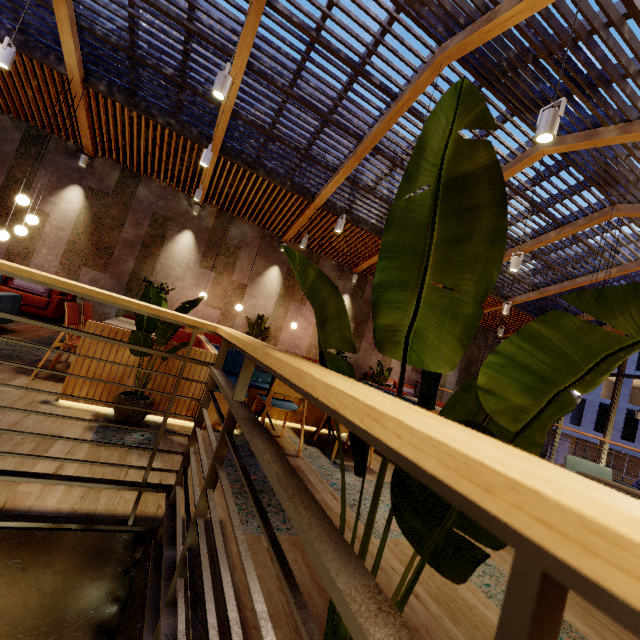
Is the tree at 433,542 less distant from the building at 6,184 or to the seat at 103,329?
the building at 6,184

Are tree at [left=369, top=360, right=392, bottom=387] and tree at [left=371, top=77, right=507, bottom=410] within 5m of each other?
no

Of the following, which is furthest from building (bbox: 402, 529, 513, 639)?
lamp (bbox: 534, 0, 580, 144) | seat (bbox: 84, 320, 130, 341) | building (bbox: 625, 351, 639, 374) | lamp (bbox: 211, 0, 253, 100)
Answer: building (bbox: 625, 351, 639, 374)

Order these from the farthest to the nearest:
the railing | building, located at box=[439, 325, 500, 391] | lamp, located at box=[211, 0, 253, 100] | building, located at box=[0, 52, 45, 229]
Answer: building, located at box=[439, 325, 500, 391] < building, located at box=[0, 52, 45, 229] < lamp, located at box=[211, 0, 253, 100] < the railing

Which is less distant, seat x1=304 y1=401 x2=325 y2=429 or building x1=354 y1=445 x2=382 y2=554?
building x1=354 y1=445 x2=382 y2=554

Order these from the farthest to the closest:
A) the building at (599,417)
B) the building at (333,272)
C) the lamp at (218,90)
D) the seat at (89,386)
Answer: the building at (599,417) < the building at (333,272) < the lamp at (218,90) < the seat at (89,386)

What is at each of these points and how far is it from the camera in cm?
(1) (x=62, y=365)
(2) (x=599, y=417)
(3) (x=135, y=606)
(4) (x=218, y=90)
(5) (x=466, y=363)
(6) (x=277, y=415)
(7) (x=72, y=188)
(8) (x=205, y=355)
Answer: (1) building, 414
(2) building, 3403
(3) building, 136
(4) lamp, 353
(5) building, 1376
(6) seat, 455
(7) building, 789
(8) seat, 344

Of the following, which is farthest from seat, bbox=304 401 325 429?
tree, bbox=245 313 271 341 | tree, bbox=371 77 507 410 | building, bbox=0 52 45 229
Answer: tree, bbox=245 313 271 341
